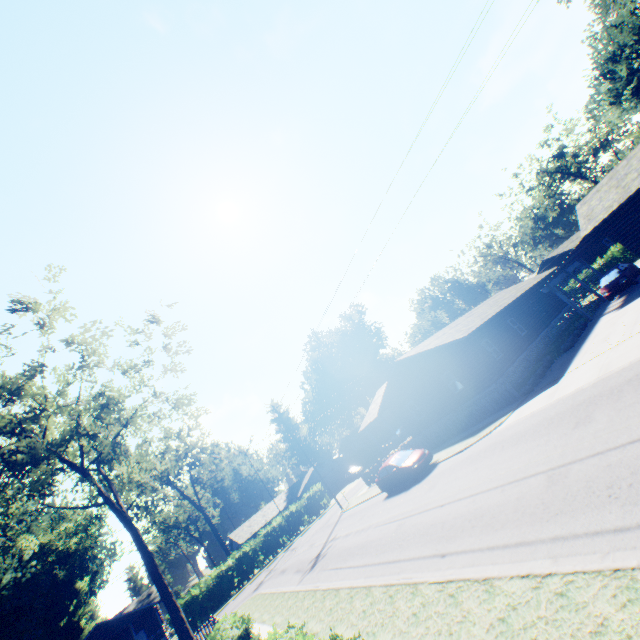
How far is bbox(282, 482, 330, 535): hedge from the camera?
40.81m

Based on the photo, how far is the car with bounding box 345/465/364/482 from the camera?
48.9m

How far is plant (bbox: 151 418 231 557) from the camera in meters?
46.6 m

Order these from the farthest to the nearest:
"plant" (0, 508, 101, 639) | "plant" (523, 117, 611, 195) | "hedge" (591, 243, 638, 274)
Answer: "plant" (523, 117, 611, 195)
"plant" (0, 508, 101, 639)
"hedge" (591, 243, 638, 274)

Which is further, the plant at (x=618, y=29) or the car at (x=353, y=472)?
the car at (x=353, y=472)

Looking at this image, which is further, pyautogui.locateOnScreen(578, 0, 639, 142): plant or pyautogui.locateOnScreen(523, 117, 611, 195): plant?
pyautogui.locateOnScreen(523, 117, 611, 195): plant

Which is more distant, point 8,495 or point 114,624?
point 114,624

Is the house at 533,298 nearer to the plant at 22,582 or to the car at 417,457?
the car at 417,457
